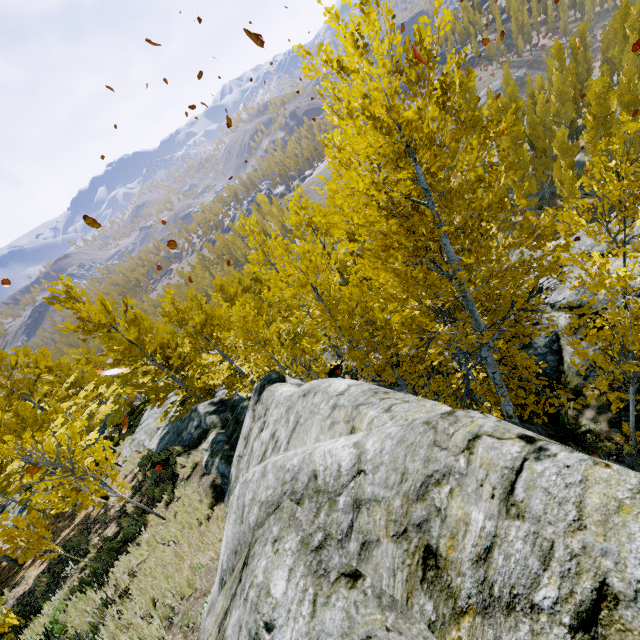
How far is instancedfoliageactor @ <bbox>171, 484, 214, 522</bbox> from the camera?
9.0m

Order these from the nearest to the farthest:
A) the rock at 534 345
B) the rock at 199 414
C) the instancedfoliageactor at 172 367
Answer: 1. the rock at 199 414
2. the instancedfoliageactor at 172 367
3. the rock at 534 345

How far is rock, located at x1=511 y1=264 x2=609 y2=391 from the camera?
8.9 meters

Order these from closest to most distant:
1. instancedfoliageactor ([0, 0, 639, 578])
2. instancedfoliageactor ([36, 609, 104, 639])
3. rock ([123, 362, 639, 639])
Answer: rock ([123, 362, 639, 639]), instancedfoliageactor ([0, 0, 639, 578]), instancedfoliageactor ([36, 609, 104, 639])

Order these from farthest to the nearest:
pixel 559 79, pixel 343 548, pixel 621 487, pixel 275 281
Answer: pixel 559 79 < pixel 275 281 < pixel 343 548 < pixel 621 487

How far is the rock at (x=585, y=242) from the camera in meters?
9.7

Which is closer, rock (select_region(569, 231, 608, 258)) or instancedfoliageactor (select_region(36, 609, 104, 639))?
instancedfoliageactor (select_region(36, 609, 104, 639))
